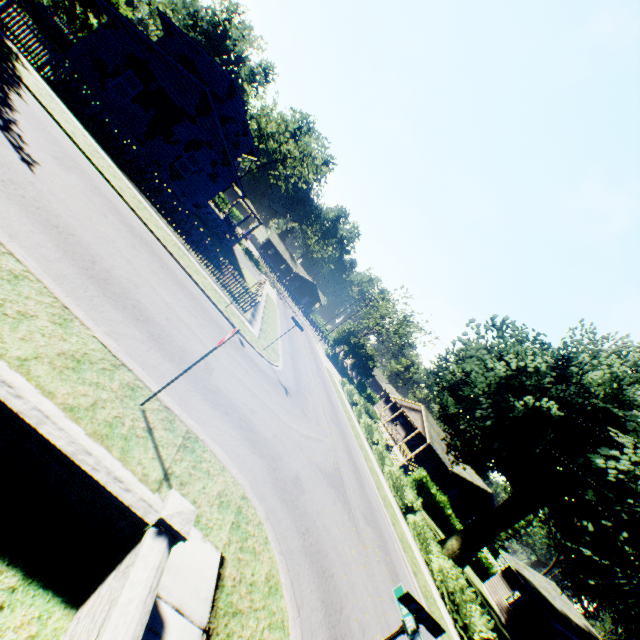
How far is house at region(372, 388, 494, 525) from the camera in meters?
36.1

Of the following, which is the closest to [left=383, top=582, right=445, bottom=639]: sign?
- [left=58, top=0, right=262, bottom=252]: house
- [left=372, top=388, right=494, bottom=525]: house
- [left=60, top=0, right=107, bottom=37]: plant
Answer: [left=60, top=0, right=107, bottom=37]: plant

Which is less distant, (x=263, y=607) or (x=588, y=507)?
(x=263, y=607)

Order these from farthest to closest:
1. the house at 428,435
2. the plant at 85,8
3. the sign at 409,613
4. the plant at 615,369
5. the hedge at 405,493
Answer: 1. the house at 428,435
2. the plant at 85,8
3. the plant at 615,369
4. the hedge at 405,493
5. the sign at 409,613

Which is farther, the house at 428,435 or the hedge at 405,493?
the house at 428,435

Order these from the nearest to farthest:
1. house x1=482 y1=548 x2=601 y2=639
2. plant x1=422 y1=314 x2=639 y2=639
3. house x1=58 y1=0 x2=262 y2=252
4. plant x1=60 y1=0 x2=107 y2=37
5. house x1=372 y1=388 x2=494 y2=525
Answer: plant x1=422 y1=314 x2=639 y2=639 → house x1=58 y1=0 x2=262 y2=252 → house x1=482 y1=548 x2=601 y2=639 → plant x1=60 y1=0 x2=107 y2=37 → house x1=372 y1=388 x2=494 y2=525

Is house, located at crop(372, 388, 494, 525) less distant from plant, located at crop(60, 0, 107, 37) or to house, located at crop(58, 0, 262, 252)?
plant, located at crop(60, 0, 107, 37)

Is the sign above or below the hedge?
above
